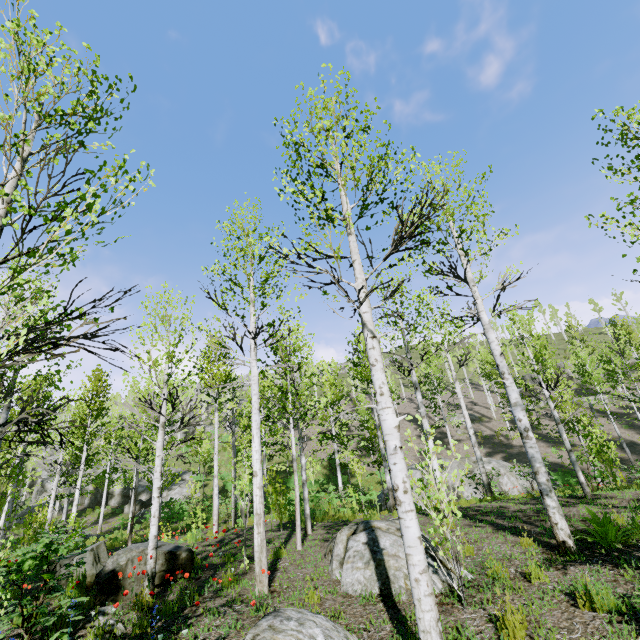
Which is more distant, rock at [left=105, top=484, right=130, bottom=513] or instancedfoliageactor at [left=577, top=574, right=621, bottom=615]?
rock at [left=105, top=484, right=130, bottom=513]

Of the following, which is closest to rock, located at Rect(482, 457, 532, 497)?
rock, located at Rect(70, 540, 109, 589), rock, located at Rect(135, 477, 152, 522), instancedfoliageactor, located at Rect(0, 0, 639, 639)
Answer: instancedfoliageactor, located at Rect(0, 0, 639, 639)

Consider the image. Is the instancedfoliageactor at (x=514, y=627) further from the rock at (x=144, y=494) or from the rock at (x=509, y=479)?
the rock at (x=509, y=479)

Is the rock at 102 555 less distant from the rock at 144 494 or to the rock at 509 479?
the rock at 509 479

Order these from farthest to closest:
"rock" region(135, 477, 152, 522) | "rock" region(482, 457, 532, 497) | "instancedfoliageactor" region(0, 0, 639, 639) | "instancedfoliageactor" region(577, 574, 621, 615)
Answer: "rock" region(135, 477, 152, 522), "rock" region(482, 457, 532, 497), "instancedfoliageactor" region(577, 574, 621, 615), "instancedfoliageactor" region(0, 0, 639, 639)

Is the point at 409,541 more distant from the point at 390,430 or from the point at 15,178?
the point at 15,178

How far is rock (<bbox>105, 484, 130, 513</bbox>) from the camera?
29.2 meters

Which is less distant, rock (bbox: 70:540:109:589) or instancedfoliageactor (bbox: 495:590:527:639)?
instancedfoliageactor (bbox: 495:590:527:639)
